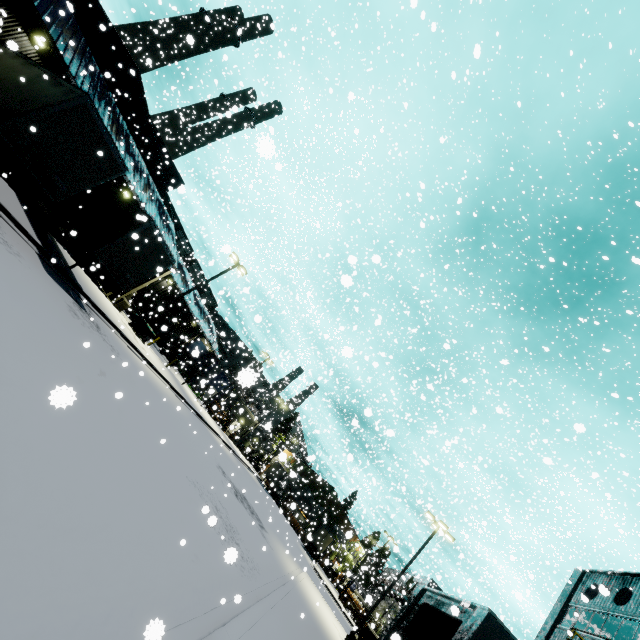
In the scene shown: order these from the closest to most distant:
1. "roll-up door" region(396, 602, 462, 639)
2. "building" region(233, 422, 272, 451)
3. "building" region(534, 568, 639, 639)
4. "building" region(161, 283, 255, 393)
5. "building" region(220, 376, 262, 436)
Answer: "roll-up door" region(396, 602, 462, 639)
"building" region(534, 568, 639, 639)
"building" region(233, 422, 272, 451)
"building" region(220, 376, 262, 436)
"building" region(161, 283, 255, 393)

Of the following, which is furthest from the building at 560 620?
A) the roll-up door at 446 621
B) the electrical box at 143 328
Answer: the electrical box at 143 328

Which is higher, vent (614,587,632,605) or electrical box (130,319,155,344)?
vent (614,587,632,605)

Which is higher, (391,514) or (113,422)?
(391,514)

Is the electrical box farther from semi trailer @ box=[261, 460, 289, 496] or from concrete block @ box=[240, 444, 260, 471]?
concrete block @ box=[240, 444, 260, 471]

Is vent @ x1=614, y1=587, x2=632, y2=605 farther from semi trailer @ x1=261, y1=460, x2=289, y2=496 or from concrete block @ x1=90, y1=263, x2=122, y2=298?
concrete block @ x1=90, y1=263, x2=122, y2=298

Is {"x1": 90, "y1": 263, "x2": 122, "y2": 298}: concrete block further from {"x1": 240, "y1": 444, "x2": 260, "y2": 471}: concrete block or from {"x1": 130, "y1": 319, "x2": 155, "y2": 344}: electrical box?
{"x1": 240, "y1": 444, "x2": 260, "y2": 471}: concrete block

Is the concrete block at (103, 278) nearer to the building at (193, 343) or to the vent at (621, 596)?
the building at (193, 343)
